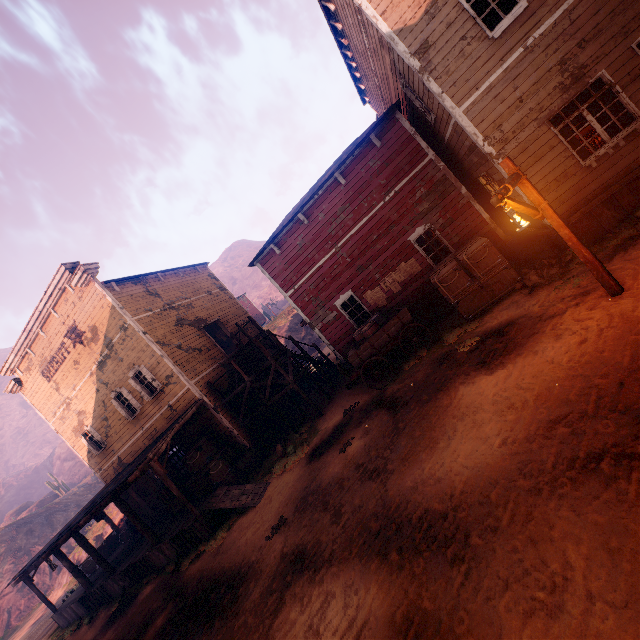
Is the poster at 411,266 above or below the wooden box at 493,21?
below

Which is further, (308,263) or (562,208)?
Result: (308,263)

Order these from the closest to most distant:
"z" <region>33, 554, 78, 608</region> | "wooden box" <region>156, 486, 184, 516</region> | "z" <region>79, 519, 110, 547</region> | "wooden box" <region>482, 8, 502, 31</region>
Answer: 1. "wooden box" <region>482, 8, 502, 31</region>
2. "wooden box" <region>156, 486, 184, 516</region>
3. "z" <region>33, 554, 78, 608</region>
4. "z" <region>79, 519, 110, 547</region>

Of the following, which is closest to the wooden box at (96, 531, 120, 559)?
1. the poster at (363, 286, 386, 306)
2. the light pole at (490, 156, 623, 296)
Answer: the poster at (363, 286, 386, 306)

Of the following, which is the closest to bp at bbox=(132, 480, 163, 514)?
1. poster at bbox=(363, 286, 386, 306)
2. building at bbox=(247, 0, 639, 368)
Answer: building at bbox=(247, 0, 639, 368)

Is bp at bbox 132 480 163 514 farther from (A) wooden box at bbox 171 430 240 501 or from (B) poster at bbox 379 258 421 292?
(B) poster at bbox 379 258 421 292

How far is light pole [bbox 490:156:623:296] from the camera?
5.2 meters

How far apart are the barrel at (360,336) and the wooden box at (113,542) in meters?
19.9
